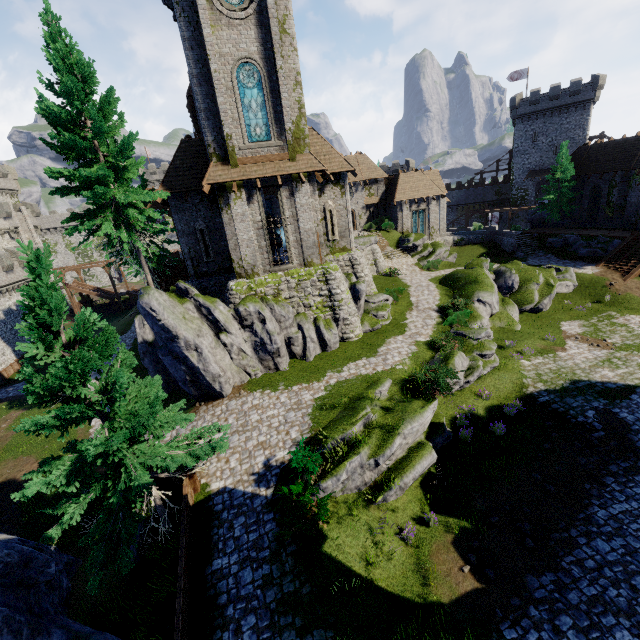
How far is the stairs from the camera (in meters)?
37.28

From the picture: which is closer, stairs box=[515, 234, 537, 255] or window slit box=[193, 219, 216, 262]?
window slit box=[193, 219, 216, 262]

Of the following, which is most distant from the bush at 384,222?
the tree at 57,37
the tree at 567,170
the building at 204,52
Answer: the tree at 57,37

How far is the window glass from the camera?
17.0m

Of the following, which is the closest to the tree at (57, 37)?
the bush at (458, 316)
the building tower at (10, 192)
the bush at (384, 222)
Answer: the bush at (458, 316)

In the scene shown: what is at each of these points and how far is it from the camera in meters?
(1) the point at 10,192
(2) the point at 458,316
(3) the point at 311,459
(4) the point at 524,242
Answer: (1) building tower, 49.9
(2) bush, 21.9
(3) bush, 11.6
(4) stairs, 38.3

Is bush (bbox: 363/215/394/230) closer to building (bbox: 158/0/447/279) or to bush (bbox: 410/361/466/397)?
building (bbox: 158/0/447/279)

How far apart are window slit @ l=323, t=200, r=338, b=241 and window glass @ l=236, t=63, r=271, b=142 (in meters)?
5.89
